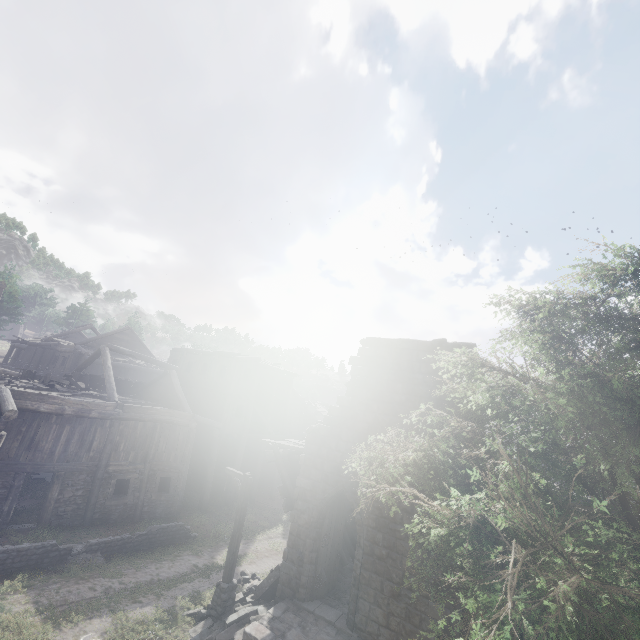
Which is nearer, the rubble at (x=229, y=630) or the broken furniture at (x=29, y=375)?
the rubble at (x=229, y=630)

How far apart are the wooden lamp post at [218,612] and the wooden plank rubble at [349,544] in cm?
480

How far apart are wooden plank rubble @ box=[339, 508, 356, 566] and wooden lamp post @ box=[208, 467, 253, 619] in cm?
480

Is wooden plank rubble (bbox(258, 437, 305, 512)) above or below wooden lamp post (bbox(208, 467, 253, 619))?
above

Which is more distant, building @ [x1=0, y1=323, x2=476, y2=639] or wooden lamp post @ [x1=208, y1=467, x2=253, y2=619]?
wooden lamp post @ [x1=208, y1=467, x2=253, y2=619]

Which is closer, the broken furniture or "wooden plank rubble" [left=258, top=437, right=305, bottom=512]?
"wooden plank rubble" [left=258, top=437, right=305, bottom=512]

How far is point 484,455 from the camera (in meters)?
5.30

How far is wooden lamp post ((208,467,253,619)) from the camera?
11.0m
